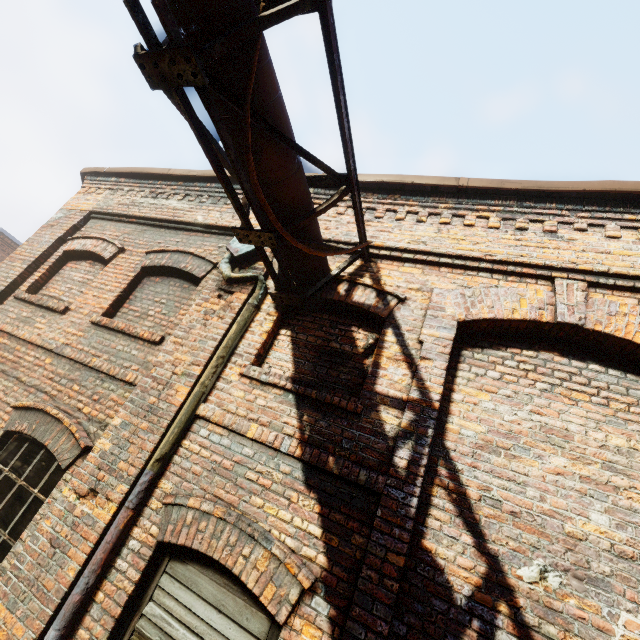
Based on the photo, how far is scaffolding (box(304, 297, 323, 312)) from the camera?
3.8m

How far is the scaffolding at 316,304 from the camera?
3.8 meters

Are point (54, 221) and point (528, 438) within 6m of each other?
no

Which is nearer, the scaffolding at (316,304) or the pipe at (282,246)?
the pipe at (282,246)

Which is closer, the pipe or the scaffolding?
the pipe
